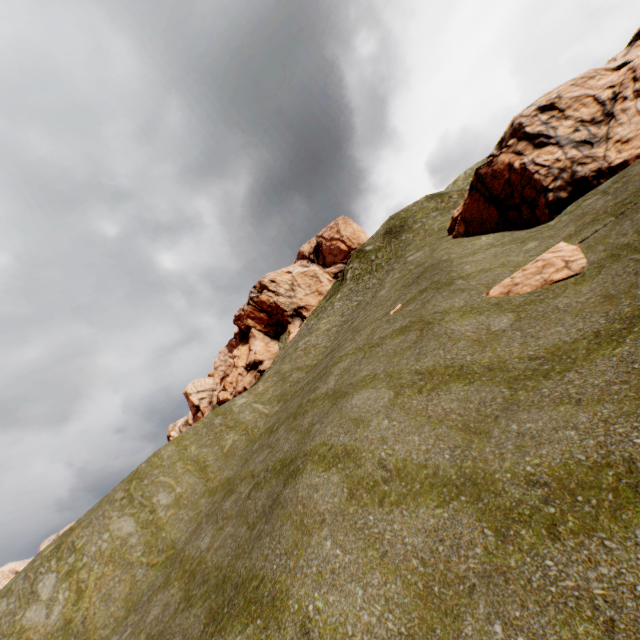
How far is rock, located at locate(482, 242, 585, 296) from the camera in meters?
9.5 m

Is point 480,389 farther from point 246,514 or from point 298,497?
point 246,514

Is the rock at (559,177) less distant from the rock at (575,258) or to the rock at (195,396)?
the rock at (575,258)

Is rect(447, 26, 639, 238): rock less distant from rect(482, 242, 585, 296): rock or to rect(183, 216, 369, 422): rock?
rect(482, 242, 585, 296): rock

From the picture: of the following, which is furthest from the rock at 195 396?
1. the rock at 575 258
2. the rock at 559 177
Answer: the rock at 575 258

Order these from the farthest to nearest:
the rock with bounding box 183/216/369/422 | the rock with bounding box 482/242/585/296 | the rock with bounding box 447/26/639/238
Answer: the rock with bounding box 183/216/369/422, the rock with bounding box 447/26/639/238, the rock with bounding box 482/242/585/296
